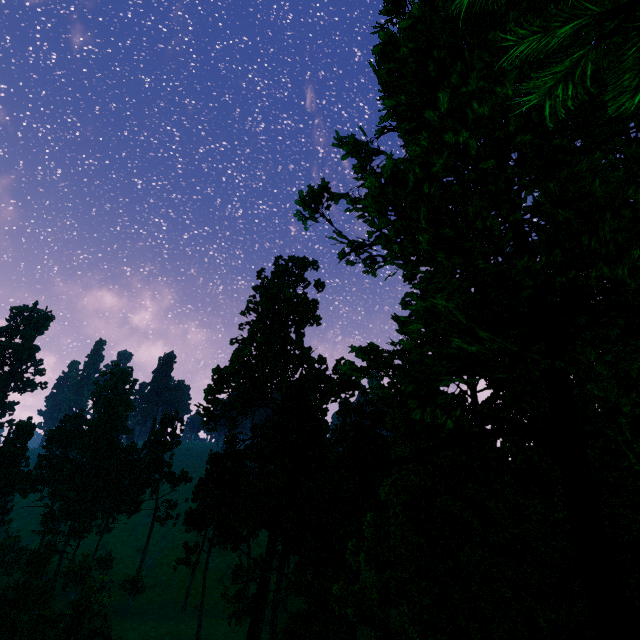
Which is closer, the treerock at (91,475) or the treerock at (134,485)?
the treerock at (91,475)

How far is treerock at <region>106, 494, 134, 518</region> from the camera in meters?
58.0 m

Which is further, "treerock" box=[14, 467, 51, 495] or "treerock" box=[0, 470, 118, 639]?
"treerock" box=[14, 467, 51, 495]

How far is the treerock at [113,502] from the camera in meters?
58.0 m

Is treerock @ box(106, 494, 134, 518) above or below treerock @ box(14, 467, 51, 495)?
below

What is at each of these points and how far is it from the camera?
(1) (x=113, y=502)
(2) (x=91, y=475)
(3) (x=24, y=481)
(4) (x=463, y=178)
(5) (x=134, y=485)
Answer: (1) treerock, 57.9m
(2) treerock, 58.5m
(3) treerock, 58.1m
(4) treerock, 5.4m
(5) treerock, 57.3m
